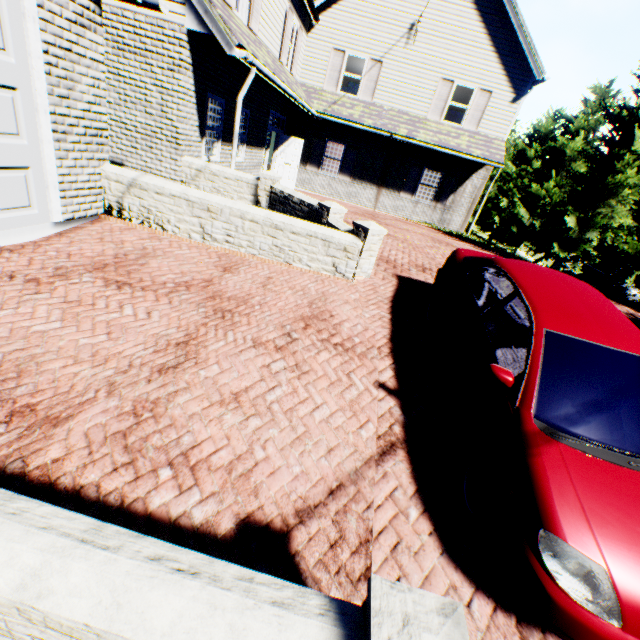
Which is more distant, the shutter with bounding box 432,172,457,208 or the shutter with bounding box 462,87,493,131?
the shutter with bounding box 432,172,457,208

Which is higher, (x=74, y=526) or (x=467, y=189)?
(x=467, y=189)

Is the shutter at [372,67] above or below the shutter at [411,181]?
above

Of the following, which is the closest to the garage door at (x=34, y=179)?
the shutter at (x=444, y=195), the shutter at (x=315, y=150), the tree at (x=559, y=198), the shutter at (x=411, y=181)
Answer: the tree at (x=559, y=198)

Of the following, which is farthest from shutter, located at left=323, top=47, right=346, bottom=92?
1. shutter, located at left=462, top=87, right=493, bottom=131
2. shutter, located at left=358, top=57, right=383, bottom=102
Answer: shutter, located at left=462, top=87, right=493, bottom=131

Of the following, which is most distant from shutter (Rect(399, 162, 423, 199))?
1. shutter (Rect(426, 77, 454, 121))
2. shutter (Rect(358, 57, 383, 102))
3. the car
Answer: the car

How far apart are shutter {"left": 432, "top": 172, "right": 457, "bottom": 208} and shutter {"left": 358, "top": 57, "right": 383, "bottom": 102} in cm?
468

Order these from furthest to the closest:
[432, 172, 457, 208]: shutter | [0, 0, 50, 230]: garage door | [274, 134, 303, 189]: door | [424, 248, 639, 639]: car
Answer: [432, 172, 457, 208]: shutter < [274, 134, 303, 189]: door < [0, 0, 50, 230]: garage door < [424, 248, 639, 639]: car
